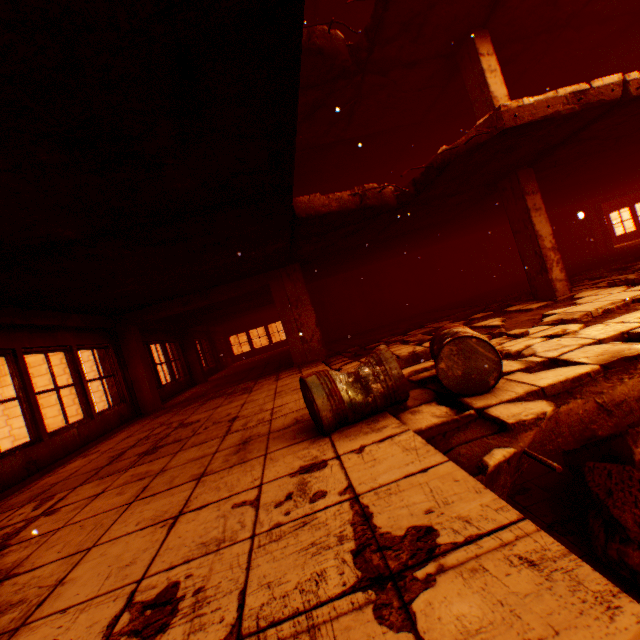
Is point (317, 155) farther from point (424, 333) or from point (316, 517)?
point (316, 517)

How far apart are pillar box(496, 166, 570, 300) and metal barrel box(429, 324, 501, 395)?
4.3m

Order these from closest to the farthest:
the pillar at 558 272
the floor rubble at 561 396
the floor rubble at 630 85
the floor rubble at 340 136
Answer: the floor rubble at 561 396 → the floor rubble at 630 85 → the floor rubble at 340 136 → the pillar at 558 272

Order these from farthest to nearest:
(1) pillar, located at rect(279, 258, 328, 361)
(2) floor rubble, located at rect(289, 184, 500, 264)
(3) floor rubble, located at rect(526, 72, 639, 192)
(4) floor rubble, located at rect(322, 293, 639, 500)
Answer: (1) pillar, located at rect(279, 258, 328, 361) → (2) floor rubble, located at rect(289, 184, 500, 264) → (3) floor rubble, located at rect(526, 72, 639, 192) → (4) floor rubble, located at rect(322, 293, 639, 500)

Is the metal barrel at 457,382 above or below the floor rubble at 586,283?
above

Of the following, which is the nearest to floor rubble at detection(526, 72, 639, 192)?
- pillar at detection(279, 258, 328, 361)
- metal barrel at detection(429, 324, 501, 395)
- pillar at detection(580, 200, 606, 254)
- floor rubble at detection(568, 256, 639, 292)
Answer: pillar at detection(279, 258, 328, 361)

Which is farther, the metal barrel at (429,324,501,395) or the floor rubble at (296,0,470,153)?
the floor rubble at (296,0,470,153)
